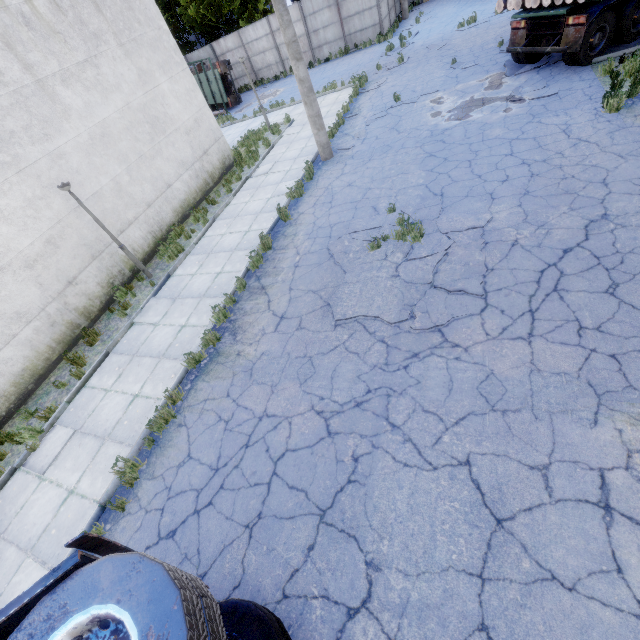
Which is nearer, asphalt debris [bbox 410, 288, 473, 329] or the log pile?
asphalt debris [bbox 410, 288, 473, 329]

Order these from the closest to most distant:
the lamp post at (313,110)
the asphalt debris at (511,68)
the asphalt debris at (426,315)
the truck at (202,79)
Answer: the asphalt debris at (426,315), the lamp post at (313,110), the asphalt debris at (511,68), the truck at (202,79)

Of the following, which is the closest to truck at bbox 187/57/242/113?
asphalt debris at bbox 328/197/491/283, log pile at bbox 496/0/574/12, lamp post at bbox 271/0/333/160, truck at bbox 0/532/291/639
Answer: lamp post at bbox 271/0/333/160

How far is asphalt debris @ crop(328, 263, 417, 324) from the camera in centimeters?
623cm

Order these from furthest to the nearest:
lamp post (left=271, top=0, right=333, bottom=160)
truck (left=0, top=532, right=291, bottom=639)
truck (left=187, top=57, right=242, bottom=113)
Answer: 1. truck (left=187, top=57, right=242, bottom=113)
2. lamp post (left=271, top=0, right=333, bottom=160)
3. truck (left=0, top=532, right=291, bottom=639)

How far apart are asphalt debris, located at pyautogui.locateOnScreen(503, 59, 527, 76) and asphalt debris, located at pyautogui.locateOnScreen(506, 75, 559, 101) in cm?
54

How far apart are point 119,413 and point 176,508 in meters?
3.0 m

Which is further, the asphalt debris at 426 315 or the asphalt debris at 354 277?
the asphalt debris at 354 277
